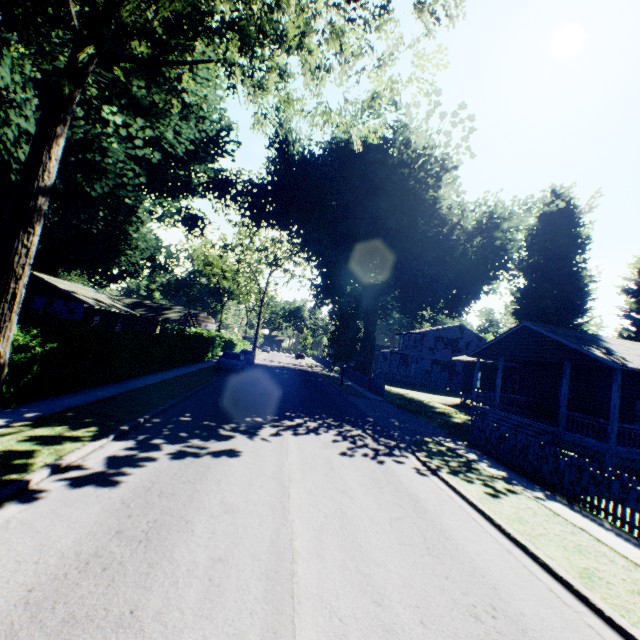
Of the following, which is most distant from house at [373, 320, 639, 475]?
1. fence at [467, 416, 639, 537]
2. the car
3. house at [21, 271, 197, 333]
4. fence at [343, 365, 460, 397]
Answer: house at [21, 271, 197, 333]

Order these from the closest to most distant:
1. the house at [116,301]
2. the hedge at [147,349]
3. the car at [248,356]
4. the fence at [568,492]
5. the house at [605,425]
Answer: the fence at [568,492]
the hedge at [147,349]
the house at [605,425]
the car at [248,356]
the house at [116,301]

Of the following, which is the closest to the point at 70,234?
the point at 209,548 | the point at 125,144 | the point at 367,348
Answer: the point at 125,144

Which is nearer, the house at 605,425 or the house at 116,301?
the house at 605,425

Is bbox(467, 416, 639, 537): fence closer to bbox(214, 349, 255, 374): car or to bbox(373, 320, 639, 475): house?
bbox(373, 320, 639, 475): house

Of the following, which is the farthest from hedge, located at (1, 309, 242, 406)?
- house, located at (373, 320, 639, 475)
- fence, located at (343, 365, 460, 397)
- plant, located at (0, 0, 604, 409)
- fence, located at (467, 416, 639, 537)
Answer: house, located at (373, 320, 639, 475)

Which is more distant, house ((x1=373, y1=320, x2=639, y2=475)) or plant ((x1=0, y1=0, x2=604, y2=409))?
house ((x1=373, y1=320, x2=639, y2=475))

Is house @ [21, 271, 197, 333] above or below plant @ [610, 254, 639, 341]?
below
